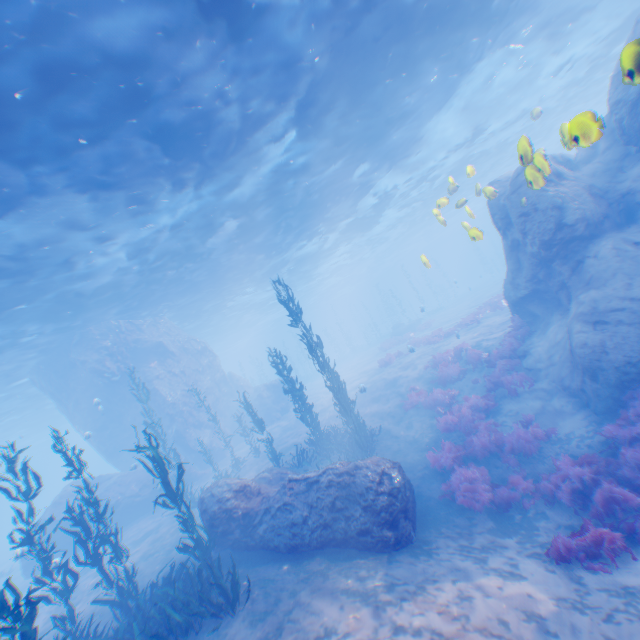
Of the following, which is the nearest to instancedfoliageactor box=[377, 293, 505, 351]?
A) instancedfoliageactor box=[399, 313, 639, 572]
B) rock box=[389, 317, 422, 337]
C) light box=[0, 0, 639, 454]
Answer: instancedfoliageactor box=[399, 313, 639, 572]

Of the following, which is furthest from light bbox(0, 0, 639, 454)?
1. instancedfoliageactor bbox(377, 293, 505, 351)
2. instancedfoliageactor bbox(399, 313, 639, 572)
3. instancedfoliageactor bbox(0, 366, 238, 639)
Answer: instancedfoliageactor bbox(377, 293, 505, 351)

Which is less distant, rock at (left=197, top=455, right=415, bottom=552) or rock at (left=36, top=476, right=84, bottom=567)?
rock at (left=197, top=455, right=415, bottom=552)

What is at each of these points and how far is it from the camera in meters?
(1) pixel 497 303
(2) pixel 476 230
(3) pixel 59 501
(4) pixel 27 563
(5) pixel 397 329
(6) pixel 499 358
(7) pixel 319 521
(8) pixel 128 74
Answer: (1) instancedfoliageactor, 23.5 m
(2) light, 7.2 m
(3) rock, 18.9 m
(4) rock, 18.2 m
(5) rock, 38.3 m
(6) instancedfoliageactor, 14.7 m
(7) rock, 8.4 m
(8) light, 8.4 m

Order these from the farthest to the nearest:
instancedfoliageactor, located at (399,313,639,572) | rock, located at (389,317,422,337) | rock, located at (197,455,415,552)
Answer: rock, located at (389,317,422,337) → rock, located at (197,455,415,552) → instancedfoliageactor, located at (399,313,639,572)

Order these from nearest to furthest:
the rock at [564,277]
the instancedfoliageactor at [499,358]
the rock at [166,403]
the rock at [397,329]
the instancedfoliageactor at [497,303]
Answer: the instancedfoliageactor at [499,358]
the rock at [564,277]
the rock at [166,403]
the instancedfoliageactor at [497,303]
the rock at [397,329]

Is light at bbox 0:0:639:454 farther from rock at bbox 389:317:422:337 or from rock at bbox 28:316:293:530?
rock at bbox 389:317:422:337

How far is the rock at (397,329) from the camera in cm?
3738
